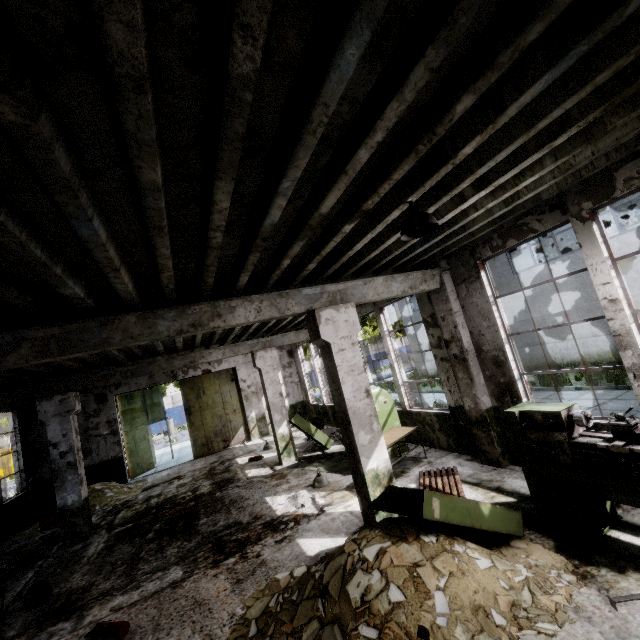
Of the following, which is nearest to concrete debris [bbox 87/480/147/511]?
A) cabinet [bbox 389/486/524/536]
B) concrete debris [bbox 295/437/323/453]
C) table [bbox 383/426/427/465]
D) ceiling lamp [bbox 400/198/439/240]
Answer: concrete debris [bbox 295/437/323/453]

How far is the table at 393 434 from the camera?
7.5 meters

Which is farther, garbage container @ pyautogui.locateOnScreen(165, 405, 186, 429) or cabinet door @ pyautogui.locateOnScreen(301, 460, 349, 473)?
garbage container @ pyautogui.locateOnScreen(165, 405, 186, 429)

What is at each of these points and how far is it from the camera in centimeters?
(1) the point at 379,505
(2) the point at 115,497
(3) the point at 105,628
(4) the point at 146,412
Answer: (1) cabinet door, 499cm
(2) concrete debris, 1159cm
(3) fire extinguisher, 451cm
(4) door, 1616cm

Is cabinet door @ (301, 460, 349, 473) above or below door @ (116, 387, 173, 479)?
below

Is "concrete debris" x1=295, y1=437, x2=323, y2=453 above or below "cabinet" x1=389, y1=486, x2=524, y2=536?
below

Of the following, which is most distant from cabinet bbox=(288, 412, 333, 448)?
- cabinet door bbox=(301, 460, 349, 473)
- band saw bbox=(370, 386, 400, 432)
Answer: band saw bbox=(370, 386, 400, 432)

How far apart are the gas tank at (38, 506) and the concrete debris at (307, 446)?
9.77m
